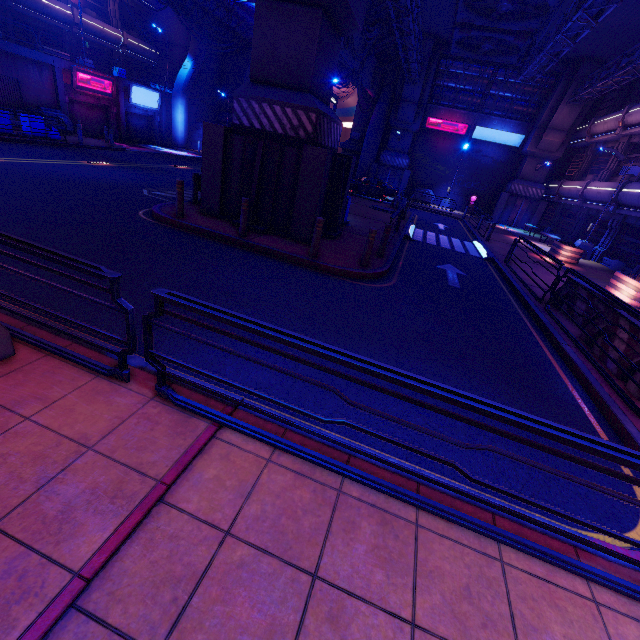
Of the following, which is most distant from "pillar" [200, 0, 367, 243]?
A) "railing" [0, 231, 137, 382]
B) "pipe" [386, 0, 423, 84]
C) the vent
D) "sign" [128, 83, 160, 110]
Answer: "sign" [128, 83, 160, 110]

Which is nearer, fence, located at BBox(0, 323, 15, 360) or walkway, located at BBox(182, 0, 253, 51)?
fence, located at BBox(0, 323, 15, 360)

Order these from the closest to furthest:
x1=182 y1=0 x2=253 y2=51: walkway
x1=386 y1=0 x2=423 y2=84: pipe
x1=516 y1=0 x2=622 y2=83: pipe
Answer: x1=516 y1=0 x2=622 y2=83: pipe, x1=386 y1=0 x2=423 y2=84: pipe, x1=182 y1=0 x2=253 y2=51: walkway

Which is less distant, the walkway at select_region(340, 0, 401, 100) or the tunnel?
the walkway at select_region(340, 0, 401, 100)

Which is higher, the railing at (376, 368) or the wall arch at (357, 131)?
the wall arch at (357, 131)

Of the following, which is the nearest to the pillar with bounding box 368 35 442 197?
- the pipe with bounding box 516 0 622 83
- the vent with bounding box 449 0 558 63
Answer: the vent with bounding box 449 0 558 63

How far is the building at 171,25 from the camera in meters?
34.0

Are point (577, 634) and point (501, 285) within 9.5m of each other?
no
